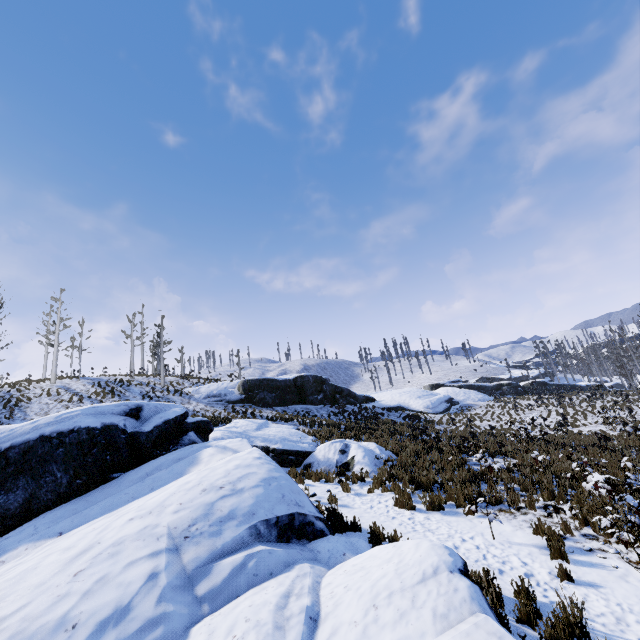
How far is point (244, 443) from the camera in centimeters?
824cm

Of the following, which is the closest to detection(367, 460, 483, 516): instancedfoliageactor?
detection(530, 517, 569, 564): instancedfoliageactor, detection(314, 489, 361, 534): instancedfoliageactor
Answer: detection(314, 489, 361, 534): instancedfoliageactor

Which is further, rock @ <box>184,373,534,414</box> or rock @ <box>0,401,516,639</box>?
rock @ <box>184,373,534,414</box>

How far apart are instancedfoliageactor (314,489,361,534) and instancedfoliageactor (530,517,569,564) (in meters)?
4.27

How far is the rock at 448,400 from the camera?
27.0m

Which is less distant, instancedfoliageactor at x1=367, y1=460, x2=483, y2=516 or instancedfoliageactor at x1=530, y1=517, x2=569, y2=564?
instancedfoliageactor at x1=530, y1=517, x2=569, y2=564

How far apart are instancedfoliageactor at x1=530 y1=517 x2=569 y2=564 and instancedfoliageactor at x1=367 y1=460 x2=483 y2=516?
3.7 meters

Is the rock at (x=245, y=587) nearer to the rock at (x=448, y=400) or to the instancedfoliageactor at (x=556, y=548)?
the instancedfoliageactor at (x=556, y=548)
